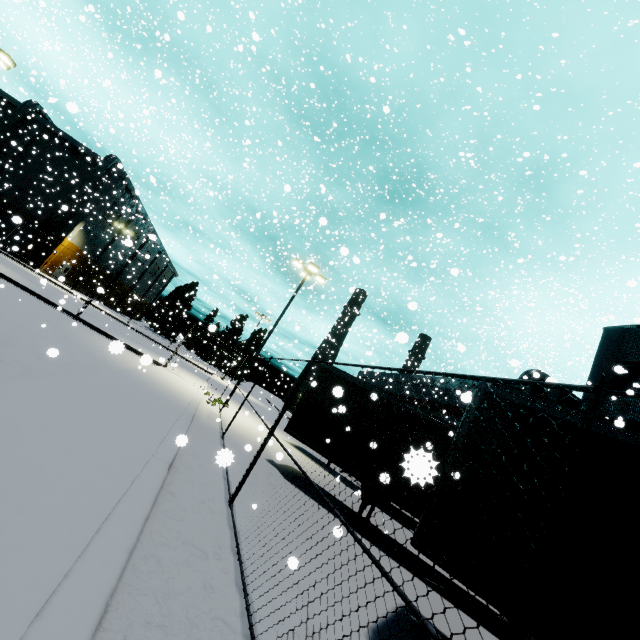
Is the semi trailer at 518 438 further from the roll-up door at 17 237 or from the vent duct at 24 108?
the vent duct at 24 108

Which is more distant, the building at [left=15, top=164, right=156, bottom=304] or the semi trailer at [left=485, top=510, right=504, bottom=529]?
the building at [left=15, top=164, right=156, bottom=304]

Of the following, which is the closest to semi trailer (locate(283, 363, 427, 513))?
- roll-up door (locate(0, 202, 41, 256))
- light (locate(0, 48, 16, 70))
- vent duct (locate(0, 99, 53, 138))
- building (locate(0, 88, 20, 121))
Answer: building (locate(0, 88, 20, 121))

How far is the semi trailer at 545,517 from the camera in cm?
420

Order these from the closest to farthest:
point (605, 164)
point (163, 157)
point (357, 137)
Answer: point (163, 157) → point (605, 164) → point (357, 137)

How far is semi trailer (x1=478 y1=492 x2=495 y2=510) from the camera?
4.5m

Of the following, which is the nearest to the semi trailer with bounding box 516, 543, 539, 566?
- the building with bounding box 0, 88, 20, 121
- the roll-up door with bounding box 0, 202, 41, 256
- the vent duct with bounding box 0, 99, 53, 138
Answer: the building with bounding box 0, 88, 20, 121

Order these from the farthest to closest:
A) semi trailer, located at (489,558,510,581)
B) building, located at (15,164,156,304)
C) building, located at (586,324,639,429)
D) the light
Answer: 1. building, located at (15,164,156,304)
2. the light
3. building, located at (586,324,639,429)
4. semi trailer, located at (489,558,510,581)
